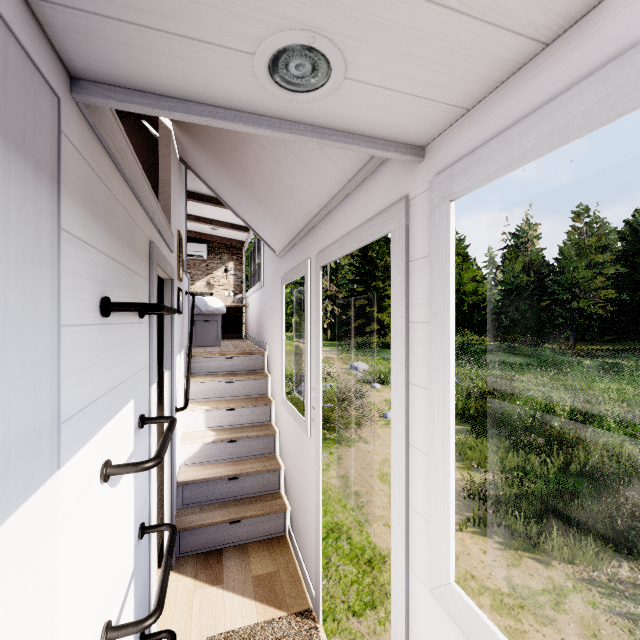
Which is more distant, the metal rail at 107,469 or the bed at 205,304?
the bed at 205,304

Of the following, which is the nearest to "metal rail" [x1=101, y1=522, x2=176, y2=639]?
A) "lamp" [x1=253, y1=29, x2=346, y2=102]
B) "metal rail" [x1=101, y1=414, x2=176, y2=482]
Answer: "metal rail" [x1=101, y1=414, x2=176, y2=482]

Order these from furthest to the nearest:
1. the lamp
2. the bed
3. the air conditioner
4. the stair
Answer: the air conditioner, the bed, the stair, the lamp

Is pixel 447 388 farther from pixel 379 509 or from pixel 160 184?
pixel 379 509

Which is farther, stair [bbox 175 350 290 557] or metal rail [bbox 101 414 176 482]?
stair [bbox 175 350 290 557]

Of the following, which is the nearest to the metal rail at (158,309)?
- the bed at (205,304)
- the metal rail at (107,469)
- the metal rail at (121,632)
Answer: the metal rail at (107,469)

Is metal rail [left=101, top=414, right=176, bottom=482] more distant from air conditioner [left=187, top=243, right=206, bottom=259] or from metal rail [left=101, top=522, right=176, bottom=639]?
air conditioner [left=187, top=243, right=206, bottom=259]

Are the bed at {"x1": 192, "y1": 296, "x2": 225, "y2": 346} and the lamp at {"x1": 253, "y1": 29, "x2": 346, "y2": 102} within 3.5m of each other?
no
